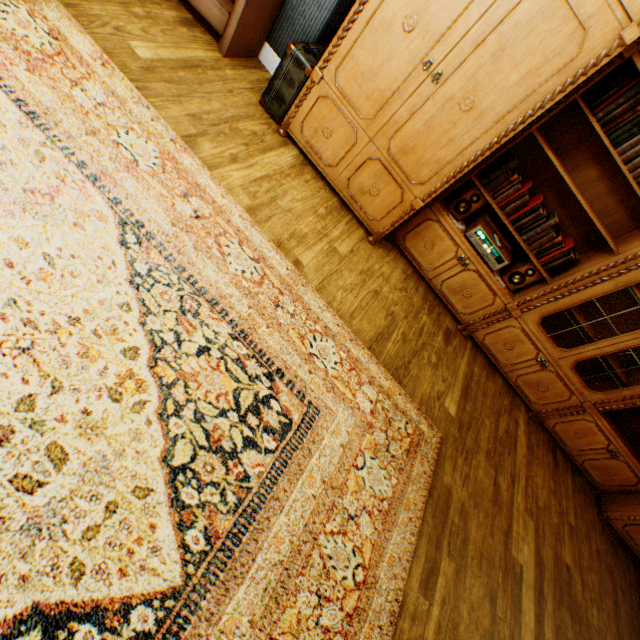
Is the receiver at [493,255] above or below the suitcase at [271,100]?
above

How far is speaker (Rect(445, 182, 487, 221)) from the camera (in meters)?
2.82

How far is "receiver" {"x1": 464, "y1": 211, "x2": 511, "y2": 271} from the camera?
2.9 meters

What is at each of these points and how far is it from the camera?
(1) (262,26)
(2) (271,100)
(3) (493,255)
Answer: (1) heater, 2.90m
(2) suitcase, 2.83m
(3) receiver, 2.94m

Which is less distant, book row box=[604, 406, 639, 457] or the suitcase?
the suitcase

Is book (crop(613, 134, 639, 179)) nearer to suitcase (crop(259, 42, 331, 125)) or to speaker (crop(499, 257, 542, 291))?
speaker (crop(499, 257, 542, 291))

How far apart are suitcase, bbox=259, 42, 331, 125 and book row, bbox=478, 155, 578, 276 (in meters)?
1.67

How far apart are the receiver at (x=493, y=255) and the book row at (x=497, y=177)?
0.2m
